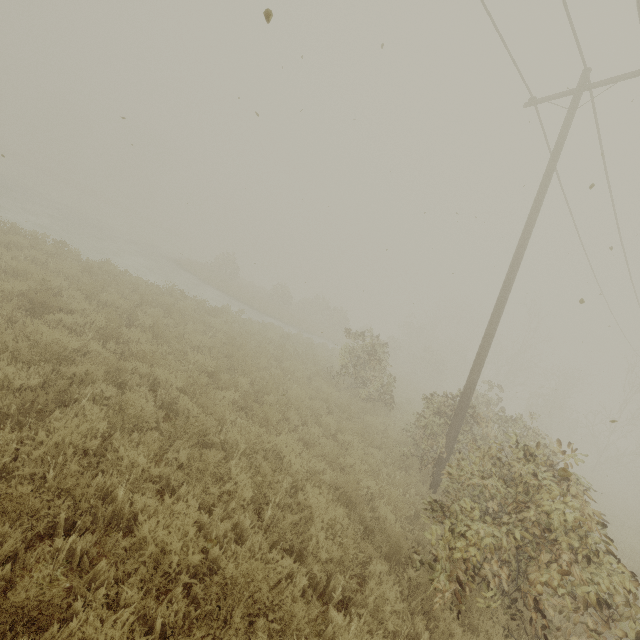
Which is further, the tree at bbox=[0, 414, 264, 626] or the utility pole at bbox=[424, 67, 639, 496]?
the utility pole at bbox=[424, 67, 639, 496]

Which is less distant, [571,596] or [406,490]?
[571,596]

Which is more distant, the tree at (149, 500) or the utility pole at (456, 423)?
the utility pole at (456, 423)
